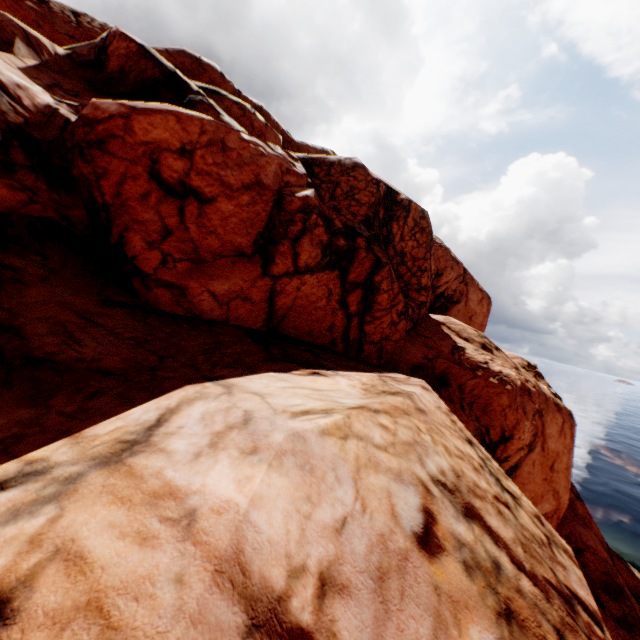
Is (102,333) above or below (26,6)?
below
